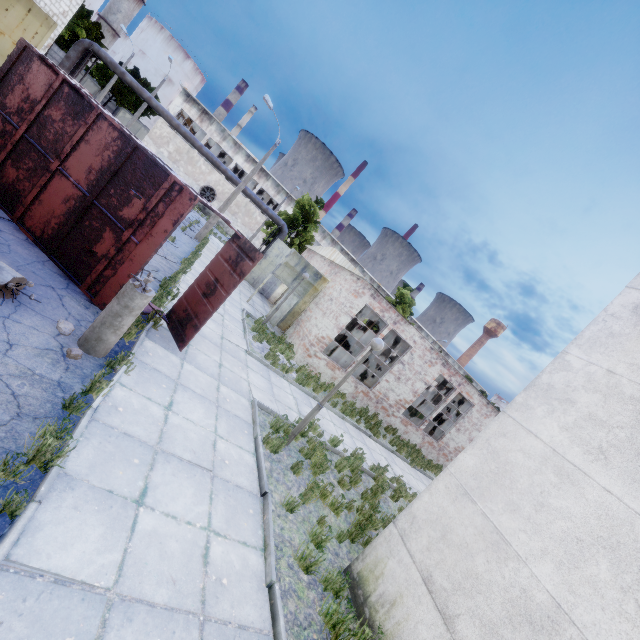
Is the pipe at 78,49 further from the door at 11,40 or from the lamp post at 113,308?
the lamp post at 113,308

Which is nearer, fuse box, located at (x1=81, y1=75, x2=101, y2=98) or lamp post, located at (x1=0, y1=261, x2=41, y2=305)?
lamp post, located at (x1=0, y1=261, x2=41, y2=305)

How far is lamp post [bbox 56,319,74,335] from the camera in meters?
5.3

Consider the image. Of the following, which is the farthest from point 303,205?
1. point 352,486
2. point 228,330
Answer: point 352,486

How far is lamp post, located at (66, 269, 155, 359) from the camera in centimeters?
527cm

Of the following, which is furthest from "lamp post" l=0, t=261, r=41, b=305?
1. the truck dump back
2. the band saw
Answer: the band saw

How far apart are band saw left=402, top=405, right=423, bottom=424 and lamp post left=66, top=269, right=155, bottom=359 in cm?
1694

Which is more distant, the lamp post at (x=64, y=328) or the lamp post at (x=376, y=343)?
the lamp post at (x=376, y=343)
